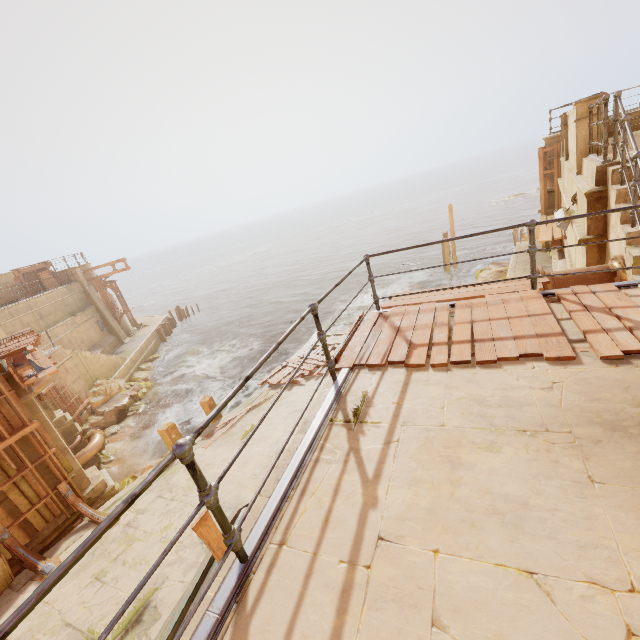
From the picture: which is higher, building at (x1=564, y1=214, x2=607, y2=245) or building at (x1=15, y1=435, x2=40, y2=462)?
building at (x1=564, y1=214, x2=607, y2=245)

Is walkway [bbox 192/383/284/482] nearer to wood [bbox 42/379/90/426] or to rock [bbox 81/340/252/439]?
rock [bbox 81/340/252/439]

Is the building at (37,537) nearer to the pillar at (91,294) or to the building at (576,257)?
the building at (576,257)

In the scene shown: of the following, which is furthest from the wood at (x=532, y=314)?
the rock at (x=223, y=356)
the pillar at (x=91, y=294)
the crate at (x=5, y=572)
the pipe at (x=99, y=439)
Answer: the pillar at (x=91, y=294)

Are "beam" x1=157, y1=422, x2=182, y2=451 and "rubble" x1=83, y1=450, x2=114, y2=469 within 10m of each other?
yes

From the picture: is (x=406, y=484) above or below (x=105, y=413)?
above

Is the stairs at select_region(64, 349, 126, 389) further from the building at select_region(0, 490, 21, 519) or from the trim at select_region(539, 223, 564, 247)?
the trim at select_region(539, 223, 564, 247)

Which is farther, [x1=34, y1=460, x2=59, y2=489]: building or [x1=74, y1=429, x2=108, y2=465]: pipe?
[x1=74, y1=429, x2=108, y2=465]: pipe
